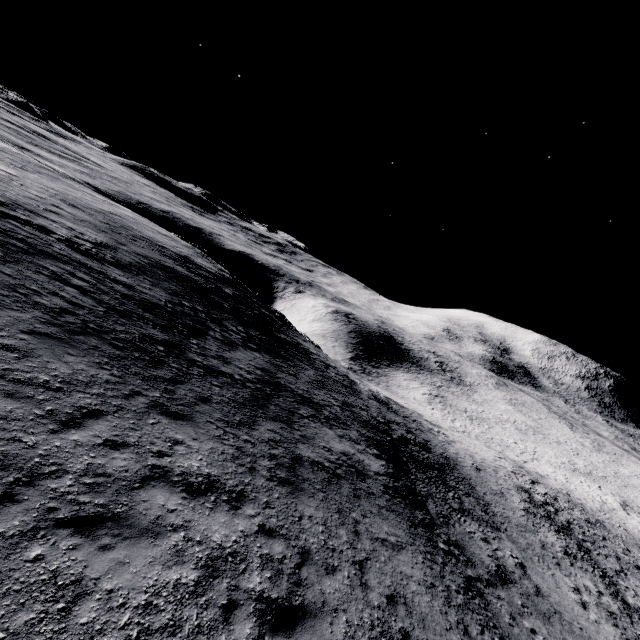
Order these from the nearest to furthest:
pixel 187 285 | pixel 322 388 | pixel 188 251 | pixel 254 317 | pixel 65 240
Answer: pixel 65 240 → pixel 187 285 → pixel 322 388 → pixel 254 317 → pixel 188 251
